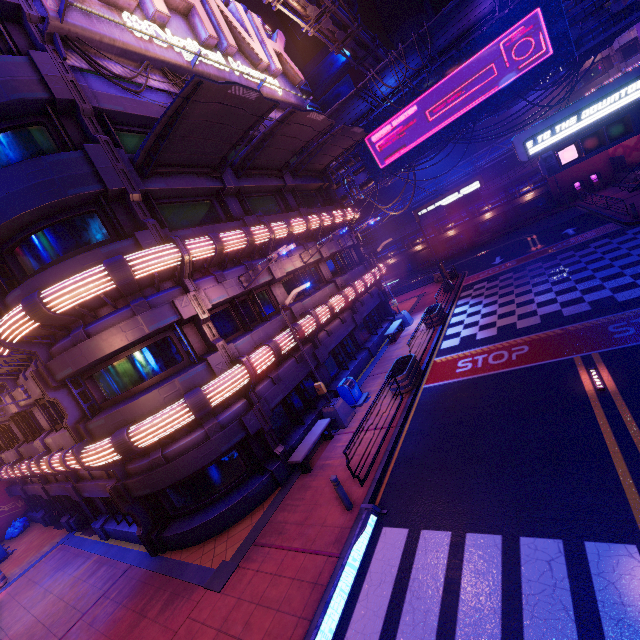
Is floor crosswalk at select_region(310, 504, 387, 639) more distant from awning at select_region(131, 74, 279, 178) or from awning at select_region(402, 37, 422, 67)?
awning at select_region(402, 37, 422, 67)

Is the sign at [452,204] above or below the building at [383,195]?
below

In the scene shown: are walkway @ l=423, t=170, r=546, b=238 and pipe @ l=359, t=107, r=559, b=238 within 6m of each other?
yes

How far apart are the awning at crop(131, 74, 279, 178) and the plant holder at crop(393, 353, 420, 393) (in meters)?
11.50

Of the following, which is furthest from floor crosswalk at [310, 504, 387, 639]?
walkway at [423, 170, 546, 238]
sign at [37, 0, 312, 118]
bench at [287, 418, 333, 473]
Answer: walkway at [423, 170, 546, 238]

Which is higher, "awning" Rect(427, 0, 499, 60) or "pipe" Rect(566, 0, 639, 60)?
"awning" Rect(427, 0, 499, 60)

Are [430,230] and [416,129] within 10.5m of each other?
no

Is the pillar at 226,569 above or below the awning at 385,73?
below
